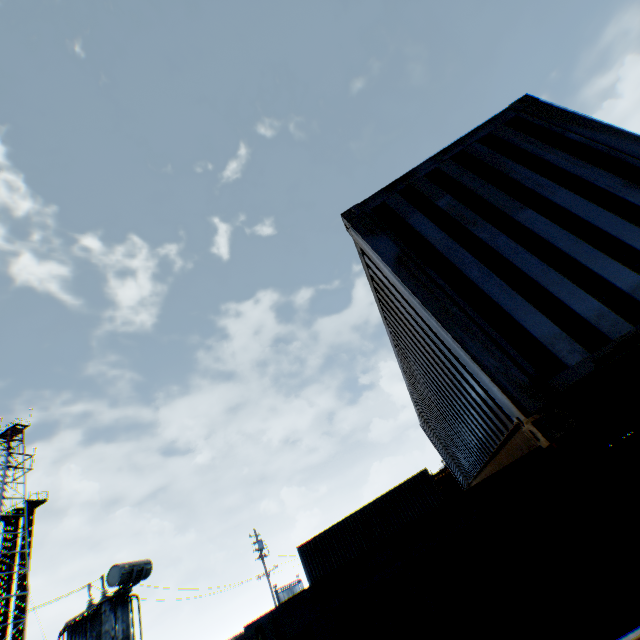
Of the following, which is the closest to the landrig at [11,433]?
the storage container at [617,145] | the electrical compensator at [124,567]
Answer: the electrical compensator at [124,567]

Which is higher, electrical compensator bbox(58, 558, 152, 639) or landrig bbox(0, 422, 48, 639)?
landrig bbox(0, 422, 48, 639)

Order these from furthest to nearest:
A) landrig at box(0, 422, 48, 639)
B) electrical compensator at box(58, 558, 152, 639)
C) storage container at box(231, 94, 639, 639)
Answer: landrig at box(0, 422, 48, 639) → electrical compensator at box(58, 558, 152, 639) → storage container at box(231, 94, 639, 639)

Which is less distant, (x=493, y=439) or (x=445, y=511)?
(x=445, y=511)

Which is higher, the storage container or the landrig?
the landrig

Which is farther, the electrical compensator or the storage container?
the electrical compensator

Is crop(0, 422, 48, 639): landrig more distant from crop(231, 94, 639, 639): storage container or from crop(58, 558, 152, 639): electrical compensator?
crop(231, 94, 639, 639): storage container
